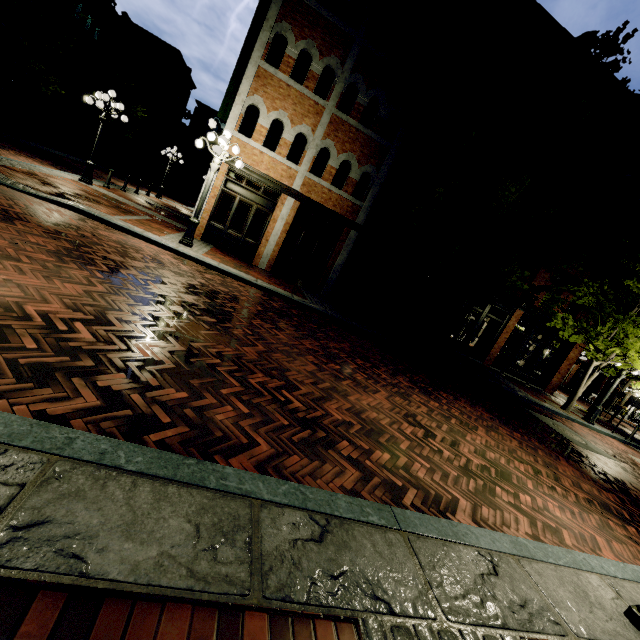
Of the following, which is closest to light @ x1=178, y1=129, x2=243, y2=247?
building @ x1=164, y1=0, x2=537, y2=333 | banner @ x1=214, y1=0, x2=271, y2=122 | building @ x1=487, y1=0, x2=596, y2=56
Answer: building @ x1=487, y1=0, x2=596, y2=56

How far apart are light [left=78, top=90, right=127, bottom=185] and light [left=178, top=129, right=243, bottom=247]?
5.92m

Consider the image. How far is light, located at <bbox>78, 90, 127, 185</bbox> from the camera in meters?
12.1 m

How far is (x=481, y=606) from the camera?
2.3 meters

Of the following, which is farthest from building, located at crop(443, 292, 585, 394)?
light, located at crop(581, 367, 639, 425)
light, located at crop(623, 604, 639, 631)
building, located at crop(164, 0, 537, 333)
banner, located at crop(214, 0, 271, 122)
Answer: light, located at crop(623, 604, 639, 631)

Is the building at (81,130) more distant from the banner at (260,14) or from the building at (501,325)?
the banner at (260,14)

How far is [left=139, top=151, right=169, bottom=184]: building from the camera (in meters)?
42.41
